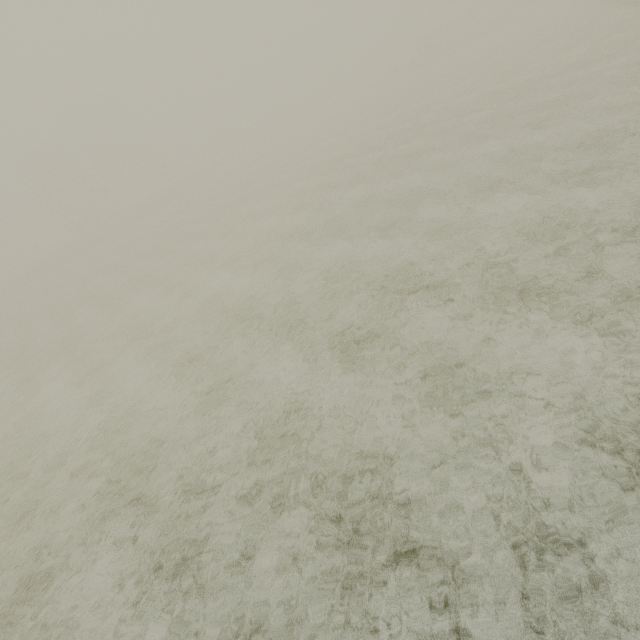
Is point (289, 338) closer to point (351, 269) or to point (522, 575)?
point (351, 269)
